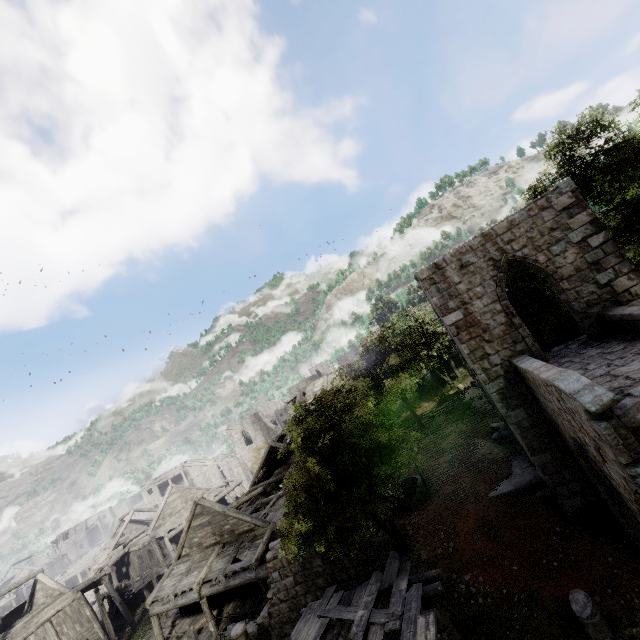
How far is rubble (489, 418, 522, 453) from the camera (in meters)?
16.33

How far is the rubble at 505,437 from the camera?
16.3 meters

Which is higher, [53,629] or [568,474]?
[53,629]

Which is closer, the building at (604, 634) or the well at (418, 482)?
the building at (604, 634)

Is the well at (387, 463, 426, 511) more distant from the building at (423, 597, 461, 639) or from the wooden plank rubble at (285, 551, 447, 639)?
the wooden plank rubble at (285, 551, 447, 639)

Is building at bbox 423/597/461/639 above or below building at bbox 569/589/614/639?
above

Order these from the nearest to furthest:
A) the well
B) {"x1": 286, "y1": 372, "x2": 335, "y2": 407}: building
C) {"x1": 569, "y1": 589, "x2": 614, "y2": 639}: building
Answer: {"x1": 569, "y1": 589, "x2": 614, "y2": 639}: building → the well → {"x1": 286, "y1": 372, "x2": 335, "y2": 407}: building
